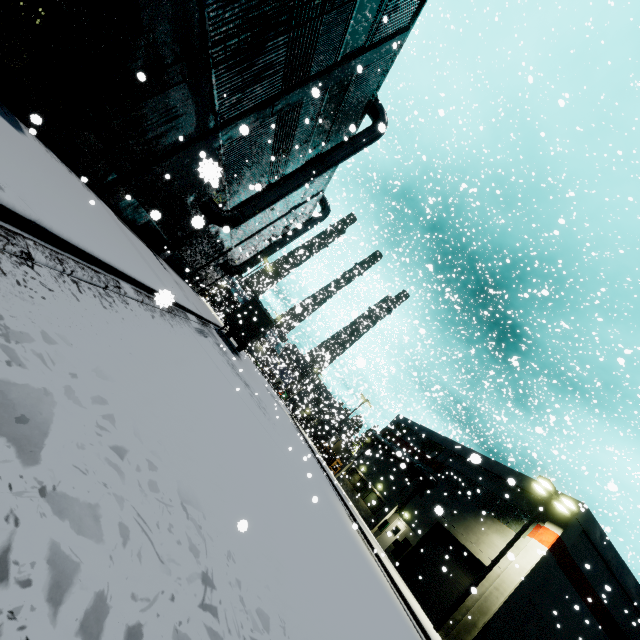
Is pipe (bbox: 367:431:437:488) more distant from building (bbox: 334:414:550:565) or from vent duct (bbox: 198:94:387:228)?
vent duct (bbox: 198:94:387:228)

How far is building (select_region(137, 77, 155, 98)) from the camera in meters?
8.5

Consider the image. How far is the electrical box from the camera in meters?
23.3 m

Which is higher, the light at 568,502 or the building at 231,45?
A: the light at 568,502

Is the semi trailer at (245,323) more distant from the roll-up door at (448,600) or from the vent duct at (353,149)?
the vent duct at (353,149)

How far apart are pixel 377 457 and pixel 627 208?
30.1 meters

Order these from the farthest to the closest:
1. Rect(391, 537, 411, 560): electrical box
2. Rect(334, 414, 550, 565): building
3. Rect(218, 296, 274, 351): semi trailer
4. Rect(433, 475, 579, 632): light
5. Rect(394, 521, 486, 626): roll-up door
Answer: Rect(218, 296, 274, 351): semi trailer < Rect(391, 537, 411, 560): electrical box < Rect(334, 414, 550, 565): building < Rect(394, 521, 486, 626): roll-up door < Rect(433, 475, 579, 632): light

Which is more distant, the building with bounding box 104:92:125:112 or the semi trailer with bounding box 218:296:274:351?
the semi trailer with bounding box 218:296:274:351
